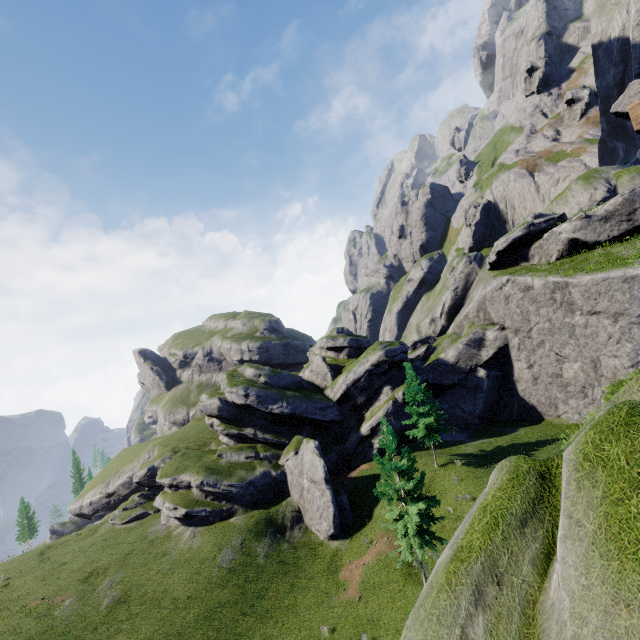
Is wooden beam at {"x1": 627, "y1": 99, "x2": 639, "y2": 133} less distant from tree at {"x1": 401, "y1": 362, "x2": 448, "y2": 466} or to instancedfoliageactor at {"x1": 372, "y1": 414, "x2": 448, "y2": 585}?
instancedfoliageactor at {"x1": 372, "y1": 414, "x2": 448, "y2": 585}

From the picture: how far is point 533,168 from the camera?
59.8m

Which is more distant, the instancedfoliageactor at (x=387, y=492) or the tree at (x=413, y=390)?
the tree at (x=413, y=390)

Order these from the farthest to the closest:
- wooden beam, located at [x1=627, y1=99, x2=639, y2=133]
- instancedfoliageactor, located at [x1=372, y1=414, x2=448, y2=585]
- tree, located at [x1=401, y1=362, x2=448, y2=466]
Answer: tree, located at [x1=401, y1=362, x2=448, y2=466]
instancedfoliageactor, located at [x1=372, y1=414, x2=448, y2=585]
wooden beam, located at [x1=627, y1=99, x2=639, y2=133]

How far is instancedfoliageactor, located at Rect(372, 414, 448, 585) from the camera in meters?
19.1

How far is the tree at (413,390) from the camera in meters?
31.1 m

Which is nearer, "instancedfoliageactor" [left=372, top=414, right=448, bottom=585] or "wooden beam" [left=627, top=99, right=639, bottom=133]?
"wooden beam" [left=627, top=99, right=639, bottom=133]

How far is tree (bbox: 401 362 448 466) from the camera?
31.09m
